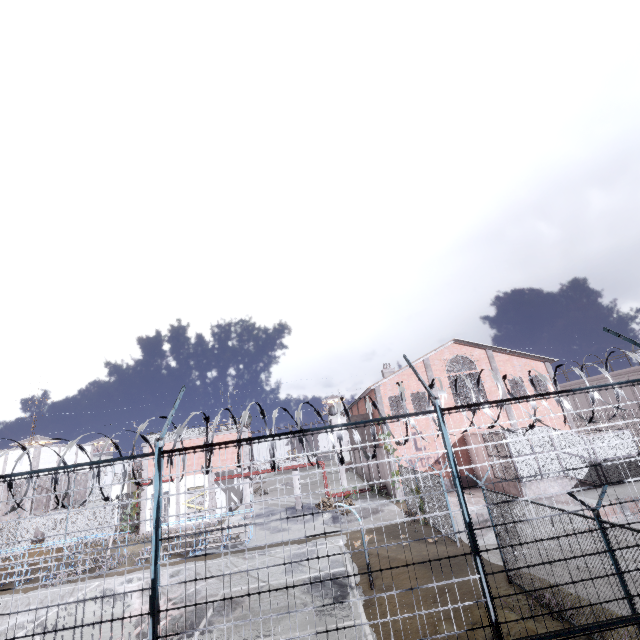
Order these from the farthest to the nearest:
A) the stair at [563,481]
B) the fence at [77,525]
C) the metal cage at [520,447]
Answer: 1. the metal cage at [520,447]
2. the stair at [563,481]
3. the fence at [77,525]

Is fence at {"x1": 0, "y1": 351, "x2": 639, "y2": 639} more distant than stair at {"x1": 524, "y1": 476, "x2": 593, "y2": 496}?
No

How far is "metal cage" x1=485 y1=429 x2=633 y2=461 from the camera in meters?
20.9 m

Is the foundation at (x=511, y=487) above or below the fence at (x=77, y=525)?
below

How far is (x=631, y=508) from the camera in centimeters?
1580cm

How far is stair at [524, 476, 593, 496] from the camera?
20.08m

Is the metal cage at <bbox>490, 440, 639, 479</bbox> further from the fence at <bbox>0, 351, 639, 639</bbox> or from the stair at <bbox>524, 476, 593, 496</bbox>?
the fence at <bbox>0, 351, 639, 639</bbox>

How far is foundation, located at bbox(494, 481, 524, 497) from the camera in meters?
20.2
